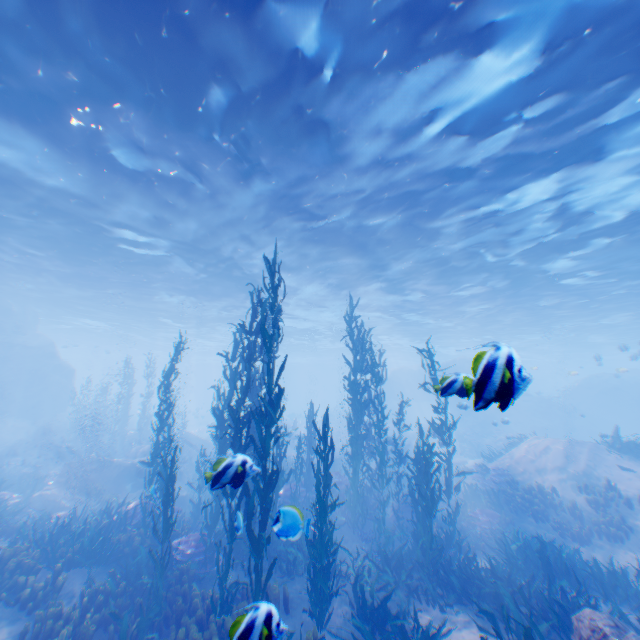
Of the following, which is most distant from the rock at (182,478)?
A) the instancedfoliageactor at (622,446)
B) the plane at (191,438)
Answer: the instancedfoliageactor at (622,446)

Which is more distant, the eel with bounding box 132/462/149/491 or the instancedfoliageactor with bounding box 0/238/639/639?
the eel with bounding box 132/462/149/491

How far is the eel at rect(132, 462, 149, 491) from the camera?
15.2 meters

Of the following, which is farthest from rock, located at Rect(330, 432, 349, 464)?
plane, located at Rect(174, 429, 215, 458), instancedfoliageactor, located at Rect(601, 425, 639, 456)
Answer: instancedfoliageactor, located at Rect(601, 425, 639, 456)

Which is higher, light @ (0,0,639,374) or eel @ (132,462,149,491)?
light @ (0,0,639,374)

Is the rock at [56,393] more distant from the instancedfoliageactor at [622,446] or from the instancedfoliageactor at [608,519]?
the instancedfoliageactor at [622,446]

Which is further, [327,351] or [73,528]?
[327,351]
